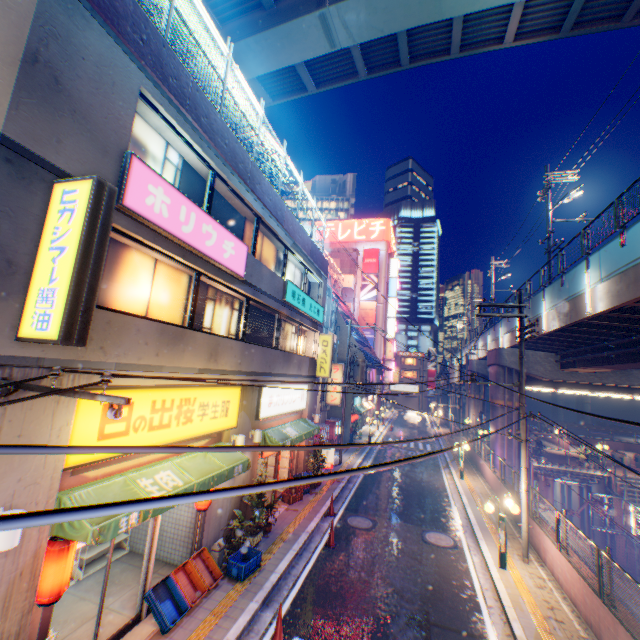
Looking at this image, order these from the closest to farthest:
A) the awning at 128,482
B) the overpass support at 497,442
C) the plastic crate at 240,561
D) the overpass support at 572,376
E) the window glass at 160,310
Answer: the awning at 128,482
the window glass at 160,310
the plastic crate at 240,561
the overpass support at 572,376
the overpass support at 497,442

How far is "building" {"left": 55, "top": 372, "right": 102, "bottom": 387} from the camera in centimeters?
523cm

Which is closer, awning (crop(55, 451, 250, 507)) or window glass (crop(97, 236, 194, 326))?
awning (crop(55, 451, 250, 507))

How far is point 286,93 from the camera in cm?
2233

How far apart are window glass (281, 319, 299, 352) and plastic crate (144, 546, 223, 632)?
7.51m

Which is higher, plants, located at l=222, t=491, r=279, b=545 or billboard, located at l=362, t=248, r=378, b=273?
billboard, located at l=362, t=248, r=378, b=273

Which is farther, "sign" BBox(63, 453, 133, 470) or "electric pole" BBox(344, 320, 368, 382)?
"electric pole" BBox(344, 320, 368, 382)

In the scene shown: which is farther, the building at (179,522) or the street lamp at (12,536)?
the building at (179,522)
